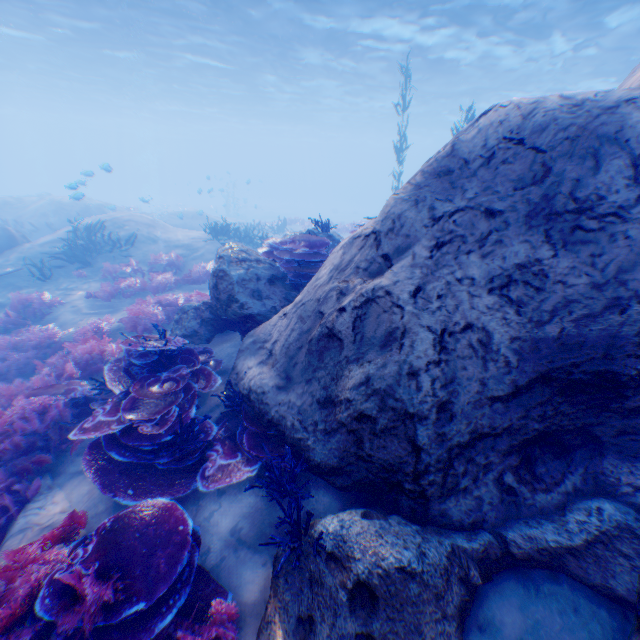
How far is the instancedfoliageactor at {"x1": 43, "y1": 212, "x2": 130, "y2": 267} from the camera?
11.6 meters

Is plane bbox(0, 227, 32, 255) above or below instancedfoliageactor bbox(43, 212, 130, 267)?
below

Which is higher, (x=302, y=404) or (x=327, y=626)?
(x=302, y=404)

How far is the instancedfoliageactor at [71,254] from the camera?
11.6m

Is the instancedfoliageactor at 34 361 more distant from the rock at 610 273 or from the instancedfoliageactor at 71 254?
the instancedfoliageactor at 71 254

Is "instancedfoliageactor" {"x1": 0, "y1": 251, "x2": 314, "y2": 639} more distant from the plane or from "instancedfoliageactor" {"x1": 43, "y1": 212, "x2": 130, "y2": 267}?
"instancedfoliageactor" {"x1": 43, "y1": 212, "x2": 130, "y2": 267}

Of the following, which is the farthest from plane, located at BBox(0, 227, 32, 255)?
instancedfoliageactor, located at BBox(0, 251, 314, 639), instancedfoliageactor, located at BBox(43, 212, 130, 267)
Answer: instancedfoliageactor, located at BBox(43, 212, 130, 267)

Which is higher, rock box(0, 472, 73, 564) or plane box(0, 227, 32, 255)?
plane box(0, 227, 32, 255)
